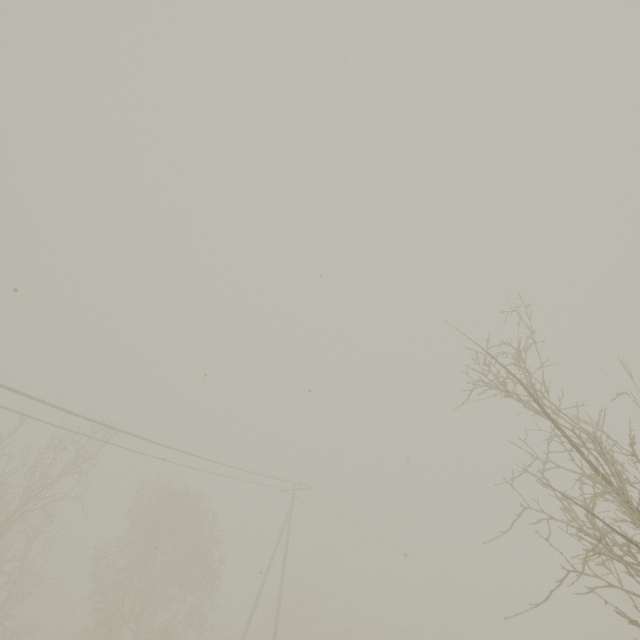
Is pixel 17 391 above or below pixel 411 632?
above
